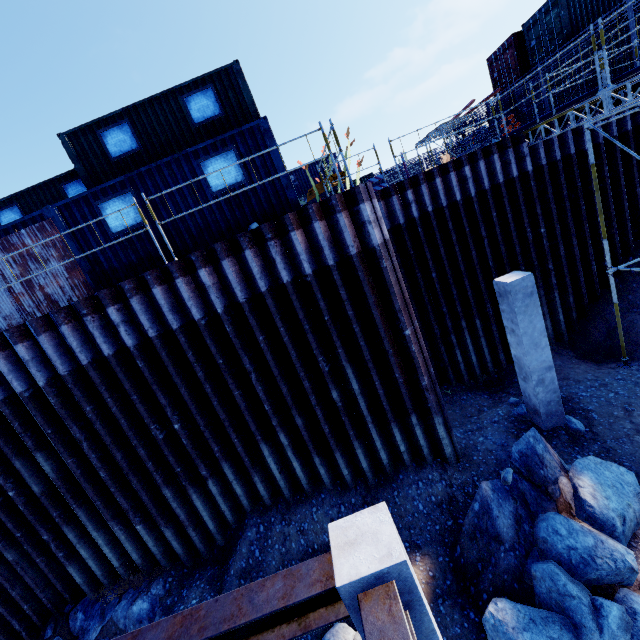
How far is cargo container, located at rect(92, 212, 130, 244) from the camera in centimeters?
835cm

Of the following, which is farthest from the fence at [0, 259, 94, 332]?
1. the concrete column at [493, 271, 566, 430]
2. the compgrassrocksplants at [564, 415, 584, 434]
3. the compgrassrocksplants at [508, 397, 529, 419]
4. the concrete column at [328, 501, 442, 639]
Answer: the compgrassrocksplants at [564, 415, 584, 434]

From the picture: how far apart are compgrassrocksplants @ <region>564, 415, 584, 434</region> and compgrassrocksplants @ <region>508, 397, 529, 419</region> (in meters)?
0.29

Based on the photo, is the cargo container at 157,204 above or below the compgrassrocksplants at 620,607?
above

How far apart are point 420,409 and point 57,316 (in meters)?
8.08

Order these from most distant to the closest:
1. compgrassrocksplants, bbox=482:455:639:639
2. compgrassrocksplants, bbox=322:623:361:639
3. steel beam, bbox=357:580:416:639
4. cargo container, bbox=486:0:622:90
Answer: cargo container, bbox=486:0:622:90
compgrassrocksplants, bbox=322:623:361:639
compgrassrocksplants, bbox=482:455:639:639
steel beam, bbox=357:580:416:639

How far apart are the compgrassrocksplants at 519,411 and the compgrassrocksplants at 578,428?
0.29m
